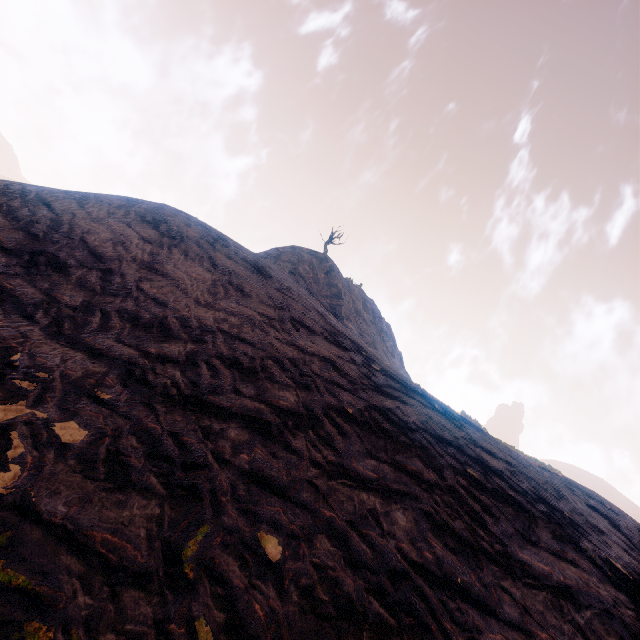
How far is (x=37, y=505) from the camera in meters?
3.2 m
